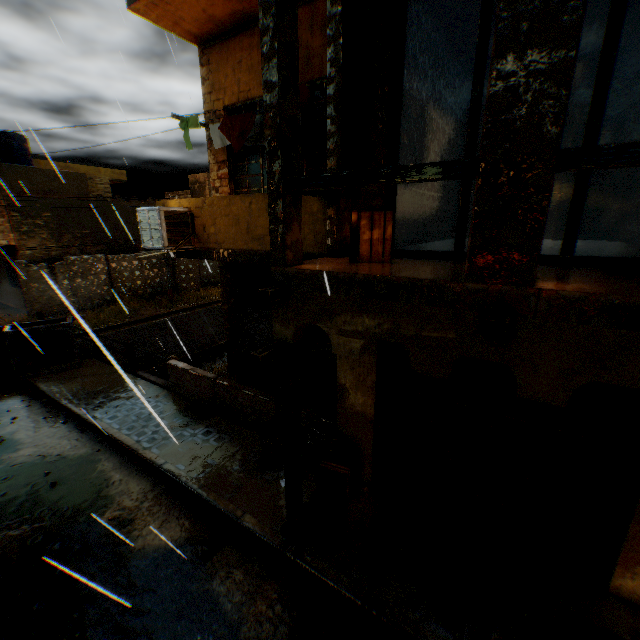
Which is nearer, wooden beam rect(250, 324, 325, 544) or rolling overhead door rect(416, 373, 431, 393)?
wooden beam rect(250, 324, 325, 544)

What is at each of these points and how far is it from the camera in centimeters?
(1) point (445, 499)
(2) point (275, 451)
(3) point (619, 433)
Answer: (1) wooden gate, 520cm
(2) trash bag, 633cm
(3) rolling overhead door, 400cm

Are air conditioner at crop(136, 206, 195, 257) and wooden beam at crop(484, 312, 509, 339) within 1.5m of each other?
no

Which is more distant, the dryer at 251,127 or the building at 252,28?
the dryer at 251,127

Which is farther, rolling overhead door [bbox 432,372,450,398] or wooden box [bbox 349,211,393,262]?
rolling overhead door [bbox 432,372,450,398]

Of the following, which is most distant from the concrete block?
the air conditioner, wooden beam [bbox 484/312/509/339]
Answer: wooden beam [bbox 484/312/509/339]

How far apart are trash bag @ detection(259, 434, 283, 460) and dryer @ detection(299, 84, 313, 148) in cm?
444

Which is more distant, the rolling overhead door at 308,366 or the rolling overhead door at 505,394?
the rolling overhead door at 308,366
